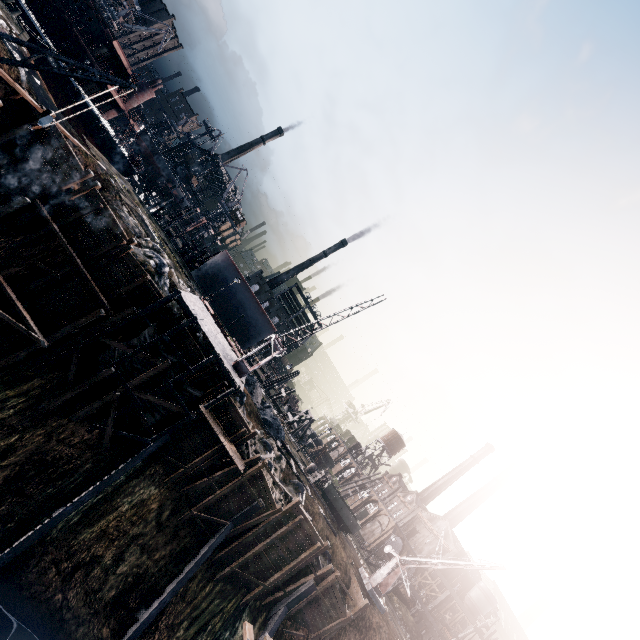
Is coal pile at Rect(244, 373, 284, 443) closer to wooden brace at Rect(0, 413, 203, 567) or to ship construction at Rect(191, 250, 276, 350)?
wooden brace at Rect(0, 413, 203, 567)

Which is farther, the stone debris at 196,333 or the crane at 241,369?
the stone debris at 196,333

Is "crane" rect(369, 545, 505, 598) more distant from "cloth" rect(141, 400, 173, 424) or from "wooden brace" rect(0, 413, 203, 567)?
"cloth" rect(141, 400, 173, 424)

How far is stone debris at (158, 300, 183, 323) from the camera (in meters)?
25.21

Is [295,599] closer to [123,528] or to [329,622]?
[329,622]

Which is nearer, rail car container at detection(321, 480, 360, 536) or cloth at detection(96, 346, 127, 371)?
cloth at detection(96, 346, 127, 371)

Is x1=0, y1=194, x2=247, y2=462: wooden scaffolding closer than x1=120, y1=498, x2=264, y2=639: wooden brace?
No

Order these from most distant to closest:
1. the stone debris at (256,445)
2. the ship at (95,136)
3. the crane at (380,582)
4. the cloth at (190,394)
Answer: the ship at (95,136) → the crane at (380,582) → the stone debris at (256,445) → the cloth at (190,394)
